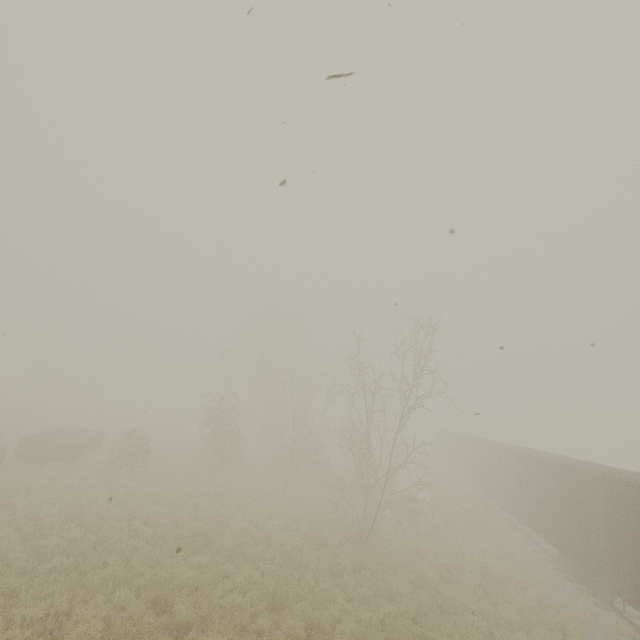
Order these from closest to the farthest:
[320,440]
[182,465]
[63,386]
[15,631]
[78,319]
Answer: [15,631] < [182,465] < [320,440] < [78,319] < [63,386]

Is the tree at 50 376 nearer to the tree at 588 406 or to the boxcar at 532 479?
the boxcar at 532 479

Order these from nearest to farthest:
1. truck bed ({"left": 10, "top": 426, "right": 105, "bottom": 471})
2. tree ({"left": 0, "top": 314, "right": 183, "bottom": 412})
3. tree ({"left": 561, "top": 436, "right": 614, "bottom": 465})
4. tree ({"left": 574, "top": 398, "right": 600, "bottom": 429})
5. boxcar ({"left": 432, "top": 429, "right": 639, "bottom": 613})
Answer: boxcar ({"left": 432, "top": 429, "right": 639, "bottom": 613})
truck bed ({"left": 10, "top": 426, "right": 105, "bottom": 471})
tree ({"left": 0, "top": 314, "right": 183, "bottom": 412})
tree ({"left": 561, "top": 436, "right": 614, "bottom": 465})
tree ({"left": 574, "top": 398, "right": 600, "bottom": 429})

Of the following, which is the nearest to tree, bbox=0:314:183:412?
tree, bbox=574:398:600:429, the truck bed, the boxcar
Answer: the truck bed

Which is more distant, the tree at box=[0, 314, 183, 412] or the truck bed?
the tree at box=[0, 314, 183, 412]

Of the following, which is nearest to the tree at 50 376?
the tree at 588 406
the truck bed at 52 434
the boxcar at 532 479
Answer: the truck bed at 52 434

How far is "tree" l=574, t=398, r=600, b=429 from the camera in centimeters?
5806cm
